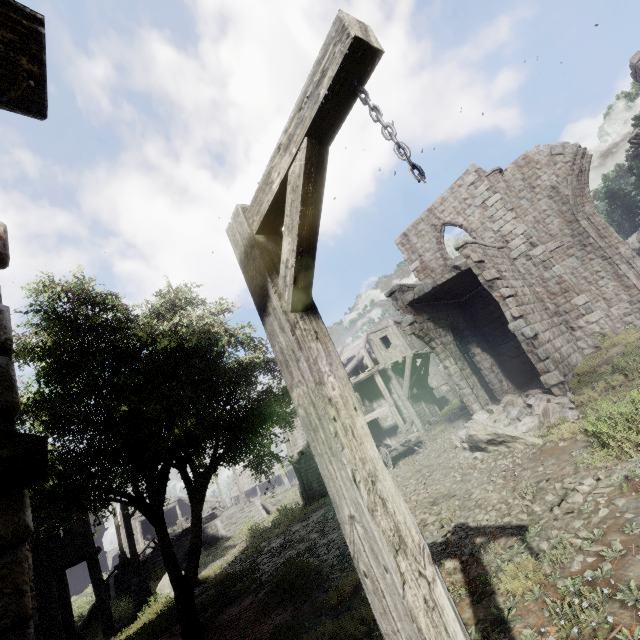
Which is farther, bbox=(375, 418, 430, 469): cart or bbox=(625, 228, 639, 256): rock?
bbox=(625, 228, 639, 256): rock

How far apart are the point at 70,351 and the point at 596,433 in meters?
12.0

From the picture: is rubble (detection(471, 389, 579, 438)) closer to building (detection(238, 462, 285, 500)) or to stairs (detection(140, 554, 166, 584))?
building (detection(238, 462, 285, 500))

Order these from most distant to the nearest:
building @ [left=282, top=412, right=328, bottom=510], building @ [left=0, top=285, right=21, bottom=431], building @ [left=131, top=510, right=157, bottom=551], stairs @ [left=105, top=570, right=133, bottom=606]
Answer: building @ [left=131, top=510, right=157, bottom=551] < stairs @ [left=105, top=570, right=133, bottom=606] < building @ [left=282, top=412, right=328, bottom=510] < building @ [left=0, top=285, right=21, bottom=431]

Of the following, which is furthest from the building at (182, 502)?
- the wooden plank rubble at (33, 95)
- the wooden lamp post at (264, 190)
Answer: the wooden lamp post at (264, 190)

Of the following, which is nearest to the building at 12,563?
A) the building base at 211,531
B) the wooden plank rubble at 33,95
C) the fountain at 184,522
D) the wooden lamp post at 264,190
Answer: the wooden plank rubble at 33,95

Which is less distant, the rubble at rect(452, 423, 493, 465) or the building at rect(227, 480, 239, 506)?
the rubble at rect(452, 423, 493, 465)

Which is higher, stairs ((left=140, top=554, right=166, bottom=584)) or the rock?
the rock
